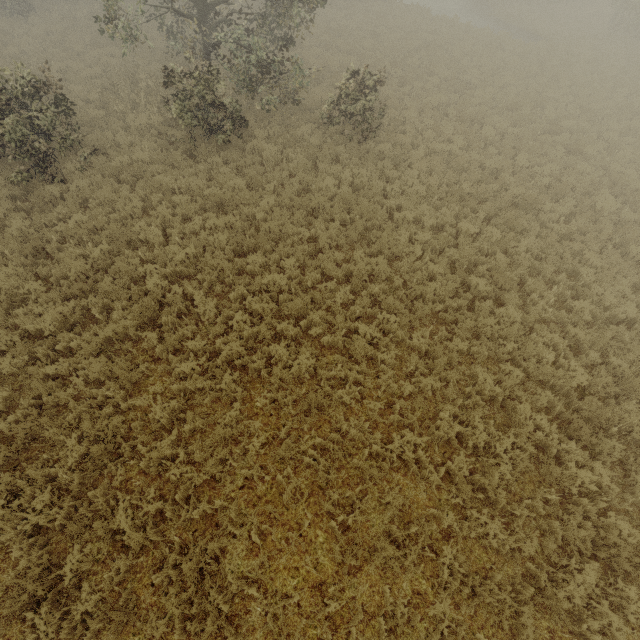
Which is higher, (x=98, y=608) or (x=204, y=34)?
(x=204, y=34)
